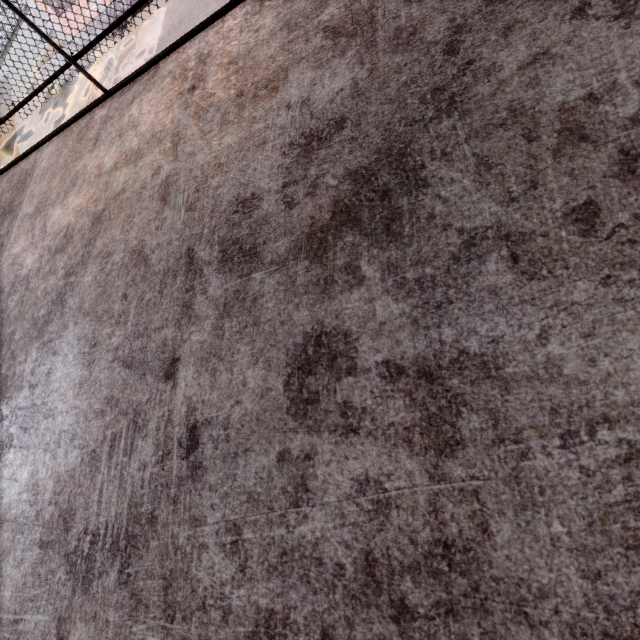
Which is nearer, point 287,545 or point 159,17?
point 287,545
